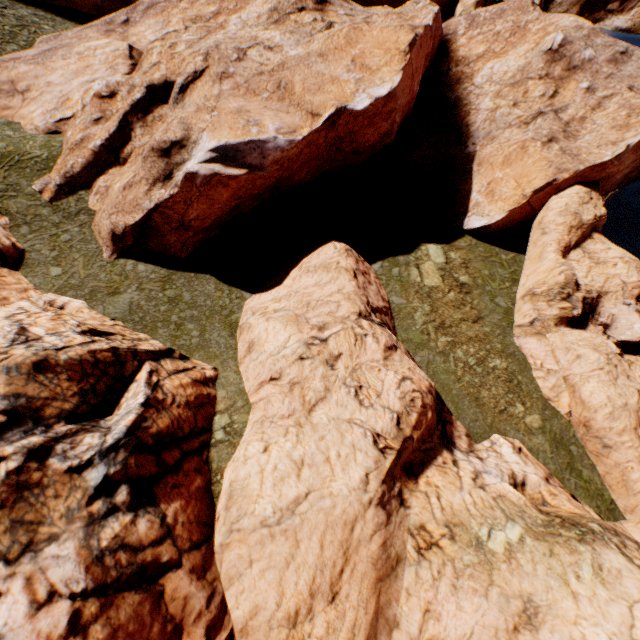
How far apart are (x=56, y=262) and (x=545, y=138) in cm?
3761
